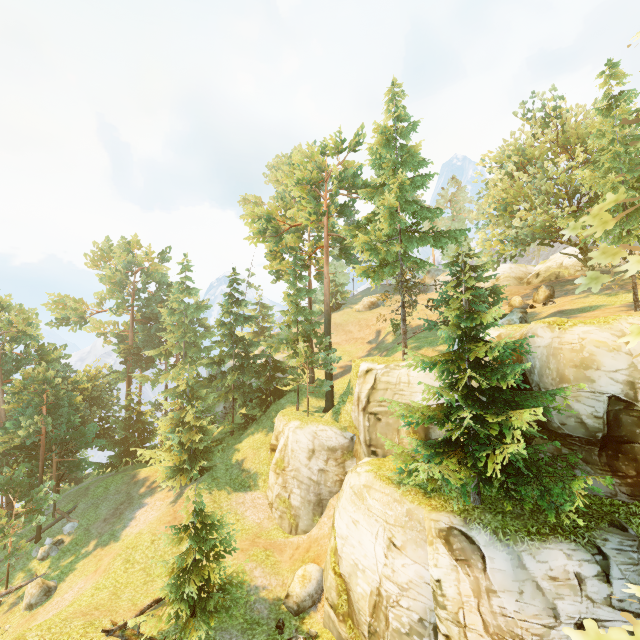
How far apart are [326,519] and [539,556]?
13.8m

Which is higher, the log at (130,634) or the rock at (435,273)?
the rock at (435,273)

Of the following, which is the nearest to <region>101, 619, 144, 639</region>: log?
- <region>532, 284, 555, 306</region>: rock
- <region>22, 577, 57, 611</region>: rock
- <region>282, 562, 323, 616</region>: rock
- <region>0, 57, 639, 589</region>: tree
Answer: <region>0, 57, 639, 589</region>: tree

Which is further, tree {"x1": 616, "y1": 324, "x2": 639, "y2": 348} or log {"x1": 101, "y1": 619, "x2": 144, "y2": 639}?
log {"x1": 101, "y1": 619, "x2": 144, "y2": 639}

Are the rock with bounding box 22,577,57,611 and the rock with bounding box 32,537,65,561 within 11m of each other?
yes

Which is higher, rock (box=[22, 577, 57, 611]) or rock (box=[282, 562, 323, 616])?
rock (box=[282, 562, 323, 616])

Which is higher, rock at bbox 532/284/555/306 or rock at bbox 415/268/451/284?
rock at bbox 415/268/451/284

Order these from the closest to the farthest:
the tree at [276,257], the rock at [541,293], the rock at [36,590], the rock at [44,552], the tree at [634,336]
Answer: the tree at [634,336] → the tree at [276,257] → the rock at [36,590] → the rock at [44,552] → the rock at [541,293]
